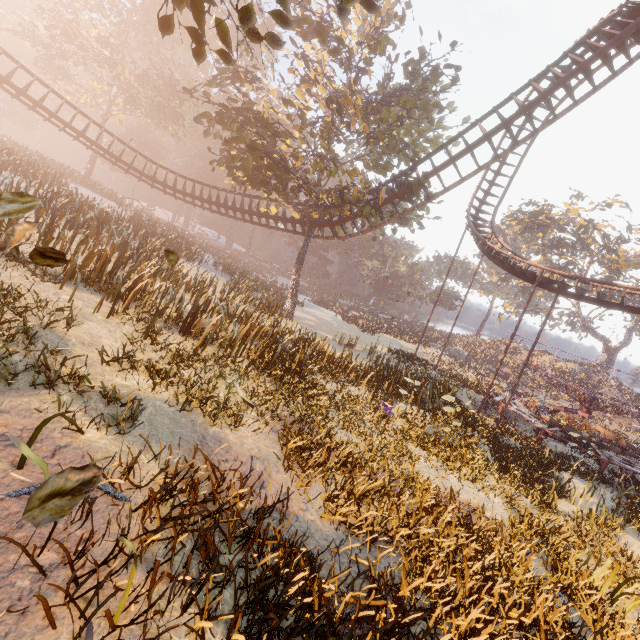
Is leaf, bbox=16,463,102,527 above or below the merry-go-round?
above

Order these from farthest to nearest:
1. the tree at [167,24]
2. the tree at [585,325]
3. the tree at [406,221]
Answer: the tree at [585,325], the tree at [406,221], the tree at [167,24]

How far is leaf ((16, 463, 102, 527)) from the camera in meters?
1.5

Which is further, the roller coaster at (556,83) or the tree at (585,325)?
the tree at (585,325)

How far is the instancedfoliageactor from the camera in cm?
5513

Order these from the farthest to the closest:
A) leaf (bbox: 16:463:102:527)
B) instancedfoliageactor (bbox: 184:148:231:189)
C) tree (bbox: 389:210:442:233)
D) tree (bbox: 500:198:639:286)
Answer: instancedfoliageactor (bbox: 184:148:231:189), tree (bbox: 500:198:639:286), tree (bbox: 389:210:442:233), leaf (bbox: 16:463:102:527)

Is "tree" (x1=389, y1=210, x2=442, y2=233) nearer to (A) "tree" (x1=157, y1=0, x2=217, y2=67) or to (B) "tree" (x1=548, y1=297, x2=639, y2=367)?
(A) "tree" (x1=157, y1=0, x2=217, y2=67)

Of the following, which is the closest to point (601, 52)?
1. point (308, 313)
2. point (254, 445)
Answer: point (254, 445)
